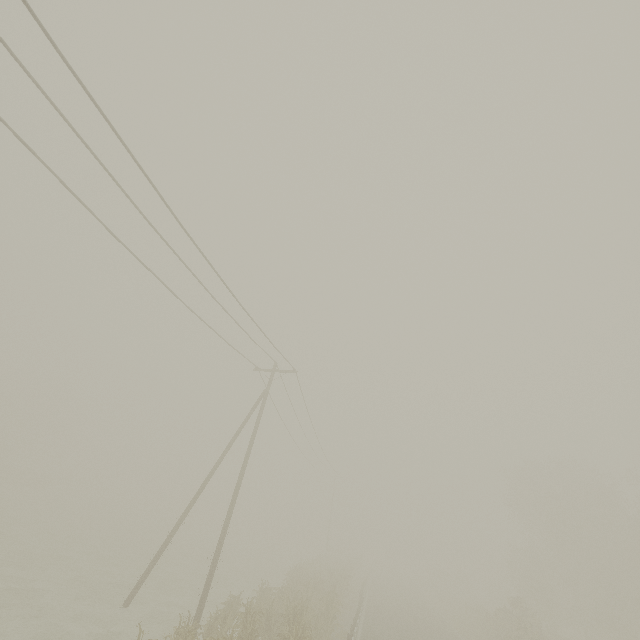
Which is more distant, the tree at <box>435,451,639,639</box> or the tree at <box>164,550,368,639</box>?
the tree at <box>435,451,639,639</box>

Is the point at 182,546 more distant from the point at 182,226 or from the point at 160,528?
the point at 182,226

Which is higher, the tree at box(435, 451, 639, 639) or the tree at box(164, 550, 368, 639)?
the tree at box(435, 451, 639, 639)

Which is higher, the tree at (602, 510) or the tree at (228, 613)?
the tree at (602, 510)

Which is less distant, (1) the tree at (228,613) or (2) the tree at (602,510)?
(1) the tree at (228,613)
